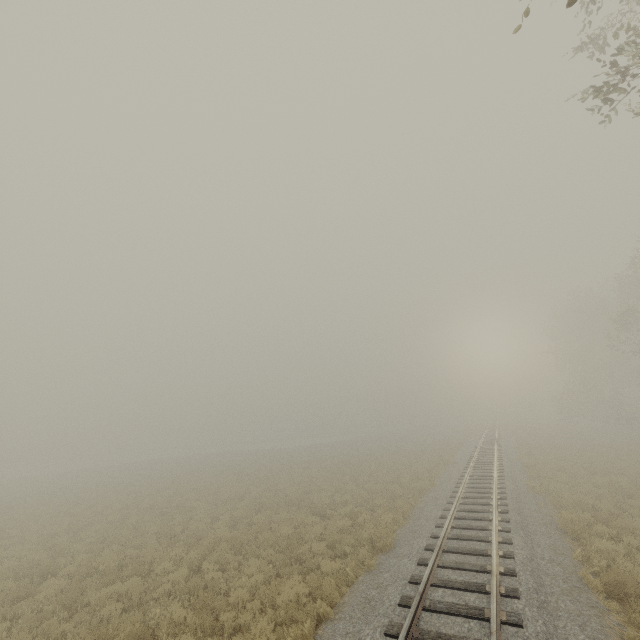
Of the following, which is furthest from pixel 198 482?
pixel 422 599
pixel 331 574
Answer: pixel 422 599
